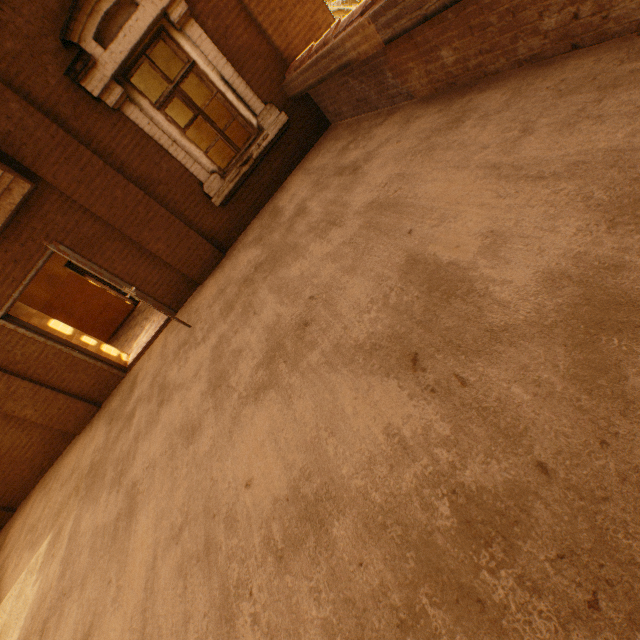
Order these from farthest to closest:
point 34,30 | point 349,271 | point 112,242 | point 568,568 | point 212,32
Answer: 1. point 112,242
2. point 212,32
3. point 34,30
4. point 349,271
5. point 568,568
